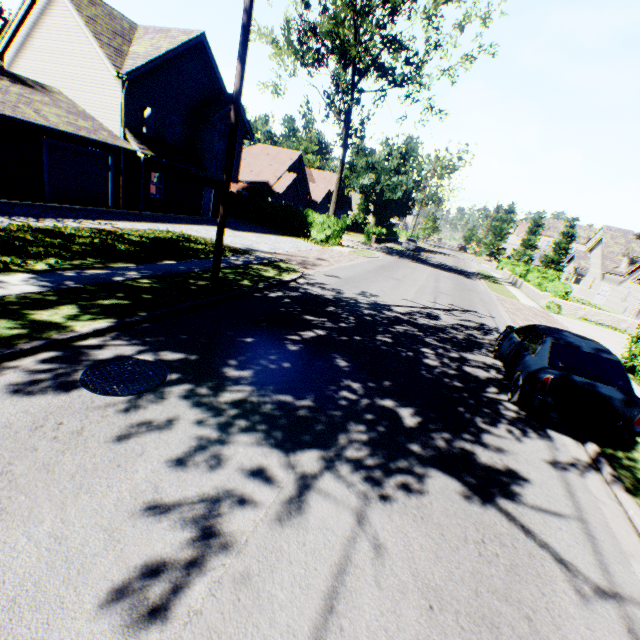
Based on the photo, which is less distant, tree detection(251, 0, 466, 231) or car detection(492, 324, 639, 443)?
car detection(492, 324, 639, 443)

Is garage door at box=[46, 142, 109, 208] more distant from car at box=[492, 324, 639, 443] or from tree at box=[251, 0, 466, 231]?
car at box=[492, 324, 639, 443]

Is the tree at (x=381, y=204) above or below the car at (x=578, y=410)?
above

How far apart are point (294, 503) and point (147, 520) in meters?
1.4

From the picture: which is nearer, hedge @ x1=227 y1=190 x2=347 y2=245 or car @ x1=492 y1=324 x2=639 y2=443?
car @ x1=492 y1=324 x2=639 y2=443

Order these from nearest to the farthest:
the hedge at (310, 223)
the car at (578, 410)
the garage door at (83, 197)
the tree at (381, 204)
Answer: the car at (578, 410), the garage door at (83, 197), the tree at (381, 204), the hedge at (310, 223)

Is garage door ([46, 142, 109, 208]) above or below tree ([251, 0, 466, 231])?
below

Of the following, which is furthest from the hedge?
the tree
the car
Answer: the car
